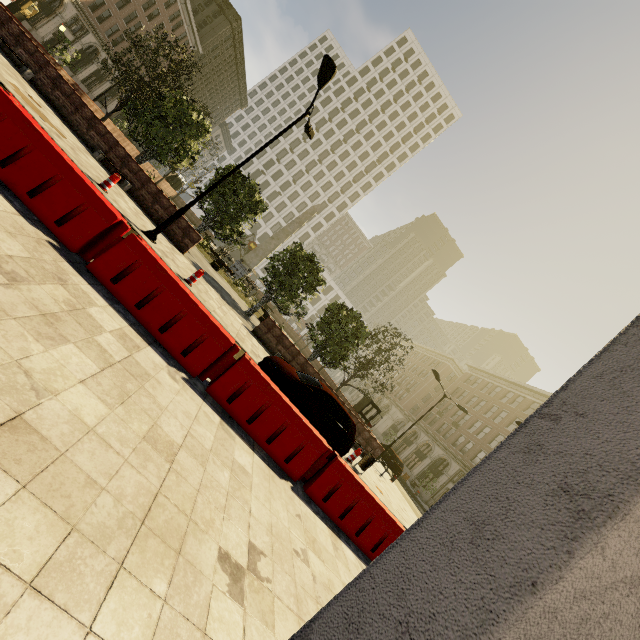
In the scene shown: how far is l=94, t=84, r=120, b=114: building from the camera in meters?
50.2 m

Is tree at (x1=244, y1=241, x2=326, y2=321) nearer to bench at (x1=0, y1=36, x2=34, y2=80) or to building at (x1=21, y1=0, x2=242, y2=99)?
bench at (x1=0, y1=36, x2=34, y2=80)

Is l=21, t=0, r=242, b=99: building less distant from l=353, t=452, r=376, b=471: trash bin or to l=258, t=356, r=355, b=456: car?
l=258, t=356, r=355, b=456: car

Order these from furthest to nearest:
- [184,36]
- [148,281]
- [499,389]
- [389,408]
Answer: [389,408] → [184,36] → [499,389] → [148,281]

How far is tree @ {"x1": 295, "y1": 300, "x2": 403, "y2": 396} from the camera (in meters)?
20.92

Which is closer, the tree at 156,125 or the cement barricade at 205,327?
the cement barricade at 205,327

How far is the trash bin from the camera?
13.5 meters

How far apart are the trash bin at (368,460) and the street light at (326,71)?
11.8 meters
